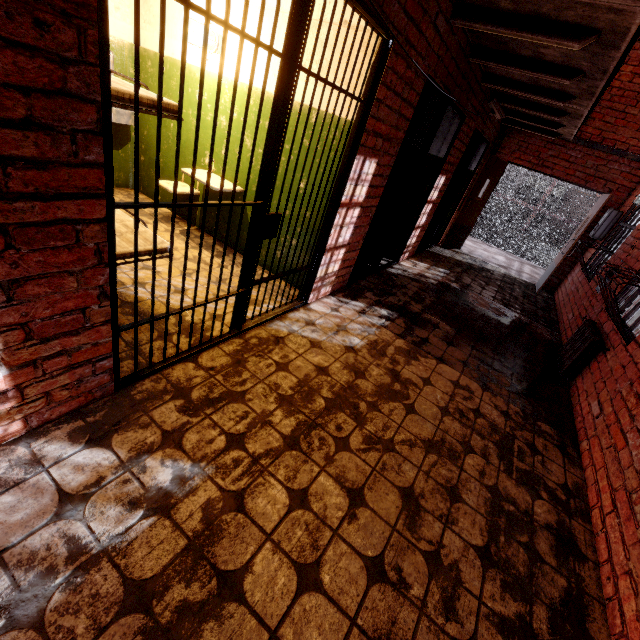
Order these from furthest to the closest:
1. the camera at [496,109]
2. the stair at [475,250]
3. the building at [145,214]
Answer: the stair at [475,250]
the camera at [496,109]
the building at [145,214]

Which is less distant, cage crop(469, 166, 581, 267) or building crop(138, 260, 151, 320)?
building crop(138, 260, 151, 320)

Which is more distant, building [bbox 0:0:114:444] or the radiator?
the radiator

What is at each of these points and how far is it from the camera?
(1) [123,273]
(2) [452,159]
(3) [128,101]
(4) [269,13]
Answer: (1) building, 3.0 meters
(2) building, 5.3 meters
(3) bed, 1.9 meters
(4) building, 3.0 meters

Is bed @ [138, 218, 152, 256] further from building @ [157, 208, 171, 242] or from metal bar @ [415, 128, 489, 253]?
metal bar @ [415, 128, 489, 253]

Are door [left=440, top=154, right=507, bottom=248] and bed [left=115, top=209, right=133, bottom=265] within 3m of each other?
no

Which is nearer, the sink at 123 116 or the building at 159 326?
the building at 159 326

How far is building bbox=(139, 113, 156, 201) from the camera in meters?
4.4 m
